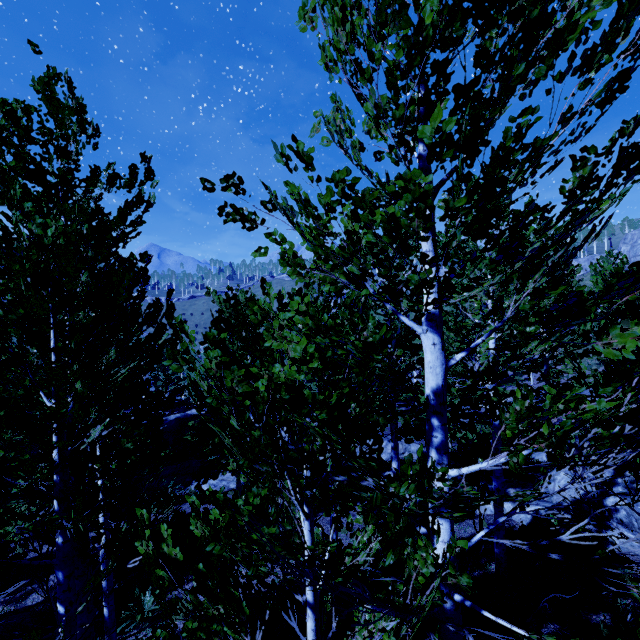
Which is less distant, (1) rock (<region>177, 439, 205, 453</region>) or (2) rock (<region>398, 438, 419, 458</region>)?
(2) rock (<region>398, 438, 419, 458</region>)

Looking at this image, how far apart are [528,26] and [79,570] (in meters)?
6.44

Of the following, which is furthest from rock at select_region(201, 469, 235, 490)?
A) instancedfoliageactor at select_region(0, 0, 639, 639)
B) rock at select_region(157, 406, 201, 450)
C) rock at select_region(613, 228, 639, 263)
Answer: rock at select_region(613, 228, 639, 263)

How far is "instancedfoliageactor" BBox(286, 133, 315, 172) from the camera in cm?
143

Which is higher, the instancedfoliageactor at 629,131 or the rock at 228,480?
the instancedfoliageactor at 629,131

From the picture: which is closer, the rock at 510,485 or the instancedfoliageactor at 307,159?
the instancedfoliageactor at 307,159

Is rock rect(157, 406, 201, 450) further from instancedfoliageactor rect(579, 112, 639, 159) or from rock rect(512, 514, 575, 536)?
rock rect(512, 514, 575, 536)
